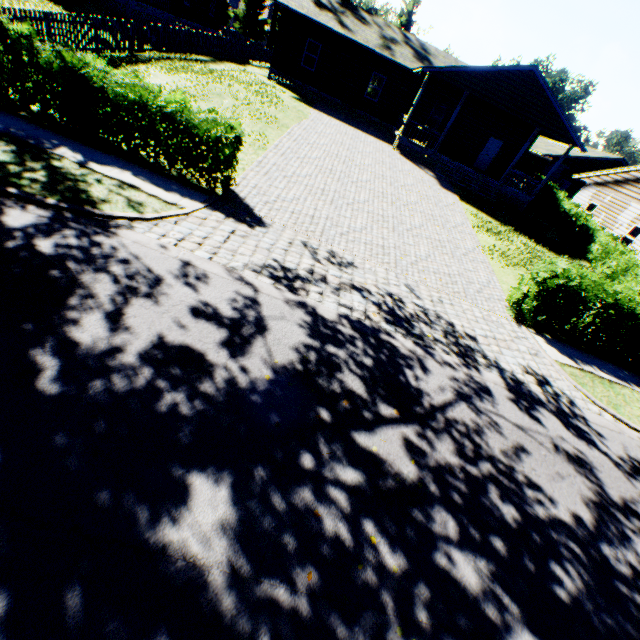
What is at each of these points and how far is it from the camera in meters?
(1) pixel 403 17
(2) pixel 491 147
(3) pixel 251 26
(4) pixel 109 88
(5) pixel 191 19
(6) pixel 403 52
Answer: (1) tree, 44.6
(2) door, 24.7
(3) tree, 46.7
(4) hedge, 7.7
(5) house, 26.3
(6) house, 22.5

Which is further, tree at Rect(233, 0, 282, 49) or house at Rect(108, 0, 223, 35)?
tree at Rect(233, 0, 282, 49)

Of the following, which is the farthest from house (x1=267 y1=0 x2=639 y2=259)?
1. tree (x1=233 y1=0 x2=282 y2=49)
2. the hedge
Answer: the hedge

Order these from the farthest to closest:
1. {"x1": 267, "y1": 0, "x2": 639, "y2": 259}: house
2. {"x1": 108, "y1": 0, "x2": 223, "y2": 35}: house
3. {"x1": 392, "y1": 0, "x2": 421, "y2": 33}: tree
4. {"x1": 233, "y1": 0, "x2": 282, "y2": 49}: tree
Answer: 1. {"x1": 392, "y1": 0, "x2": 421, "y2": 33}: tree
2. {"x1": 233, "y1": 0, "x2": 282, "y2": 49}: tree
3. {"x1": 108, "y1": 0, "x2": 223, "y2": 35}: house
4. {"x1": 267, "y1": 0, "x2": 639, "y2": 259}: house

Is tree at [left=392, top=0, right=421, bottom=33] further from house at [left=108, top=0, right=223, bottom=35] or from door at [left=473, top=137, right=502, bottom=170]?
door at [left=473, top=137, right=502, bottom=170]

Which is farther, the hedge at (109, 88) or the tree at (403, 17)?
the tree at (403, 17)

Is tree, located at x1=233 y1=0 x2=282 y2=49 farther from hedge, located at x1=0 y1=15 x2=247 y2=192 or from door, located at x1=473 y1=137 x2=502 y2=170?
door, located at x1=473 y1=137 x2=502 y2=170

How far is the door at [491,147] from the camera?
24.47m
